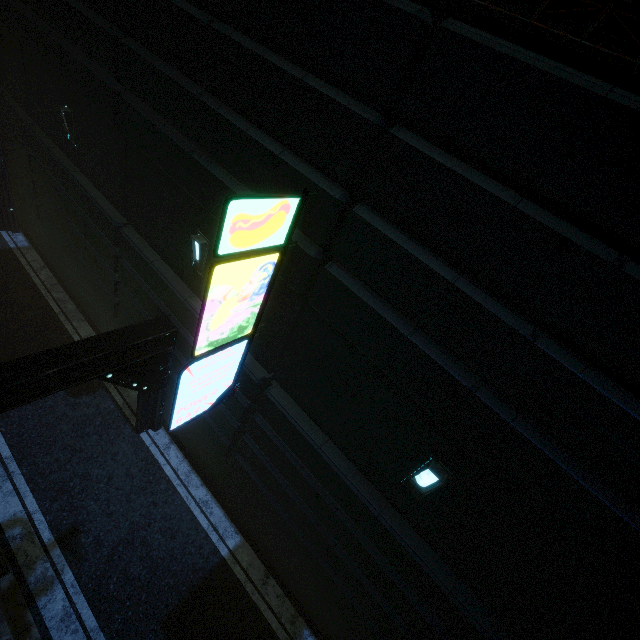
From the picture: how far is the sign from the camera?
3.8 meters

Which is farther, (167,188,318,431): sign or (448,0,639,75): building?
(167,188,318,431): sign

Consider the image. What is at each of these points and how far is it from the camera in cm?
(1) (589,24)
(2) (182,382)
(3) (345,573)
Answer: (1) building, 284
(2) sign, 518
(3) building, 675

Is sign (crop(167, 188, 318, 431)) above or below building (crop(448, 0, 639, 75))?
below

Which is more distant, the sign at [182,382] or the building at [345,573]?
the sign at [182,382]

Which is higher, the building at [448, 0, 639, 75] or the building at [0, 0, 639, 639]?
the building at [448, 0, 639, 75]

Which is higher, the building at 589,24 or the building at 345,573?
the building at 589,24
